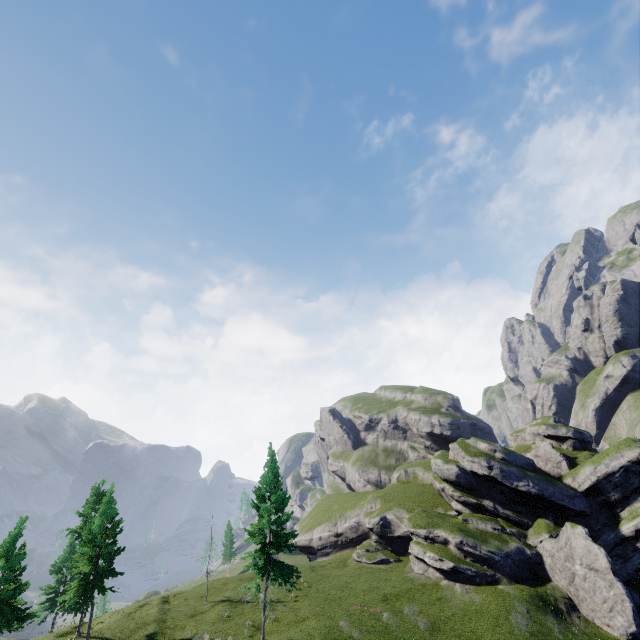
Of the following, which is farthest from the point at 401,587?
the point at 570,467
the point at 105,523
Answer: the point at 105,523
